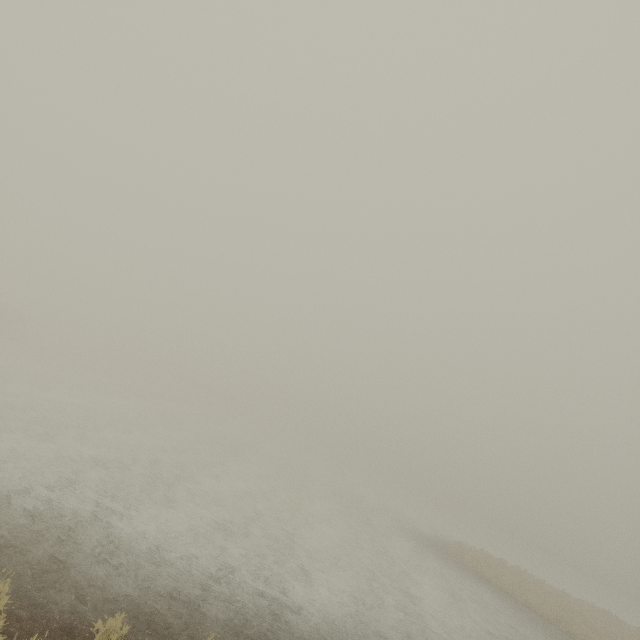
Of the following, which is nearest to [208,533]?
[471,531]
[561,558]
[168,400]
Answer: [168,400]
